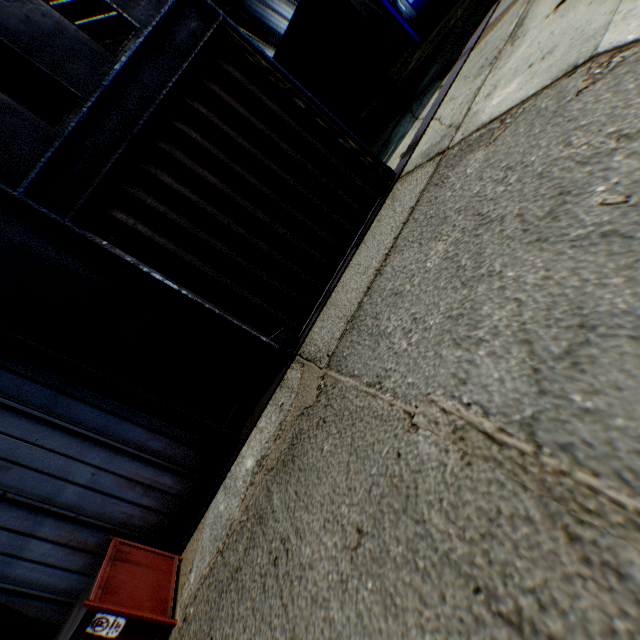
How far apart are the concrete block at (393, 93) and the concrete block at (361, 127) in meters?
1.2 m

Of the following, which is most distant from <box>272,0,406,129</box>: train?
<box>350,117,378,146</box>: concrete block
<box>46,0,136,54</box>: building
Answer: <box>46,0,136,54</box>: building

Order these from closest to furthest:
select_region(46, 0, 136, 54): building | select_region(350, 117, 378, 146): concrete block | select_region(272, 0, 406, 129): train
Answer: select_region(272, 0, 406, 129): train → select_region(350, 117, 378, 146): concrete block → select_region(46, 0, 136, 54): building

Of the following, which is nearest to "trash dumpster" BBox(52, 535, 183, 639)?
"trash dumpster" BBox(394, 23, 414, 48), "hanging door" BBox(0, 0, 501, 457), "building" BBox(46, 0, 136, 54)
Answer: "building" BBox(46, 0, 136, 54)

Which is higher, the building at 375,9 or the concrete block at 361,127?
the building at 375,9

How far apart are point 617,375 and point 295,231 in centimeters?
554cm

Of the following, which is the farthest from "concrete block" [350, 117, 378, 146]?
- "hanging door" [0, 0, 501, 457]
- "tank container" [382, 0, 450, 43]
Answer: "tank container" [382, 0, 450, 43]

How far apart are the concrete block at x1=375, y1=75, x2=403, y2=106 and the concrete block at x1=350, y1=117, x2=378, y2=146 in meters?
1.2 m
